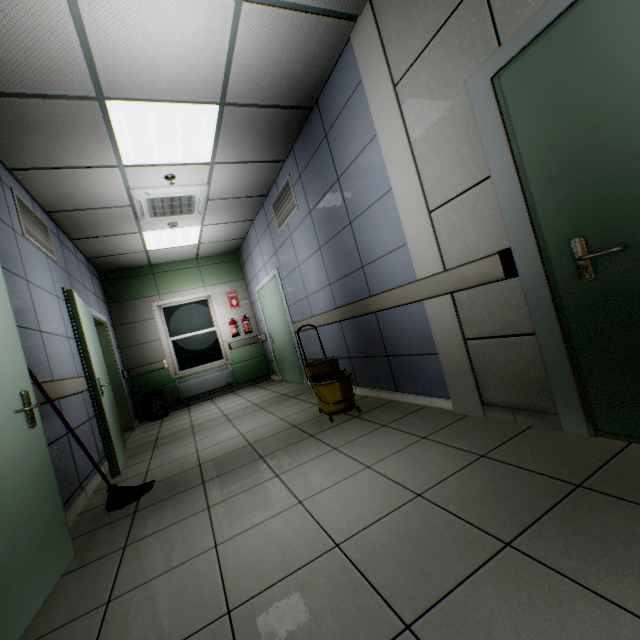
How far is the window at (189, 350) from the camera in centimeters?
732cm

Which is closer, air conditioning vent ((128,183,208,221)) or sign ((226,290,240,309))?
air conditioning vent ((128,183,208,221))

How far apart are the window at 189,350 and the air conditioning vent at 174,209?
3.06m

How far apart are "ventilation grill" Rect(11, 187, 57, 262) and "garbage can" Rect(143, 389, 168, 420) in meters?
3.3 m

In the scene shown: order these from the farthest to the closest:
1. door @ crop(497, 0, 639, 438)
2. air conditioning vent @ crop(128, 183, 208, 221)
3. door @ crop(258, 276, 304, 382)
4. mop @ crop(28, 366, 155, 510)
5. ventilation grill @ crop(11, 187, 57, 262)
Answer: door @ crop(258, 276, 304, 382)
air conditioning vent @ crop(128, 183, 208, 221)
ventilation grill @ crop(11, 187, 57, 262)
mop @ crop(28, 366, 155, 510)
door @ crop(497, 0, 639, 438)

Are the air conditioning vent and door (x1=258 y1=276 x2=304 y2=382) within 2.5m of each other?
yes

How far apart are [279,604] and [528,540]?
1.0 meters

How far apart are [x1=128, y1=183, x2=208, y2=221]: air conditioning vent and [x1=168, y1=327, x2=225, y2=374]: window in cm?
306
